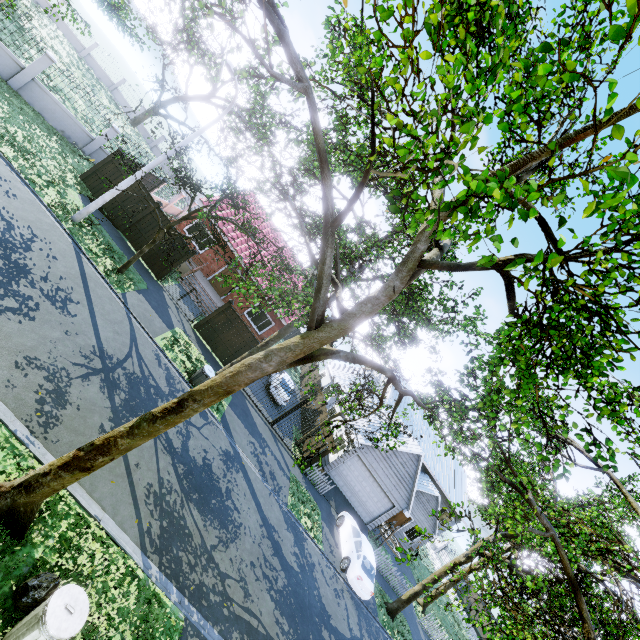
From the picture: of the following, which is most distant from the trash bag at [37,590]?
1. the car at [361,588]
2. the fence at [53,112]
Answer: the fence at [53,112]

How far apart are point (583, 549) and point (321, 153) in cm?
1328

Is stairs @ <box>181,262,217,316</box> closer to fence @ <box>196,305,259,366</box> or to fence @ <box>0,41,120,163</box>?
fence @ <box>196,305,259,366</box>

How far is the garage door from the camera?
21.6 meters

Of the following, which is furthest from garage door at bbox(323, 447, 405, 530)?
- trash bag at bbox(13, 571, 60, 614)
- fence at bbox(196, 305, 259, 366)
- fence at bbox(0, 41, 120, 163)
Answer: fence at bbox(0, 41, 120, 163)

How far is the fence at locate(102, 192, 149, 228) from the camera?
16.3m

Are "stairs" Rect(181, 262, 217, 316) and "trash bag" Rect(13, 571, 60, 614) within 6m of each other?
no

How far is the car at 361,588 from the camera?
15.6m
